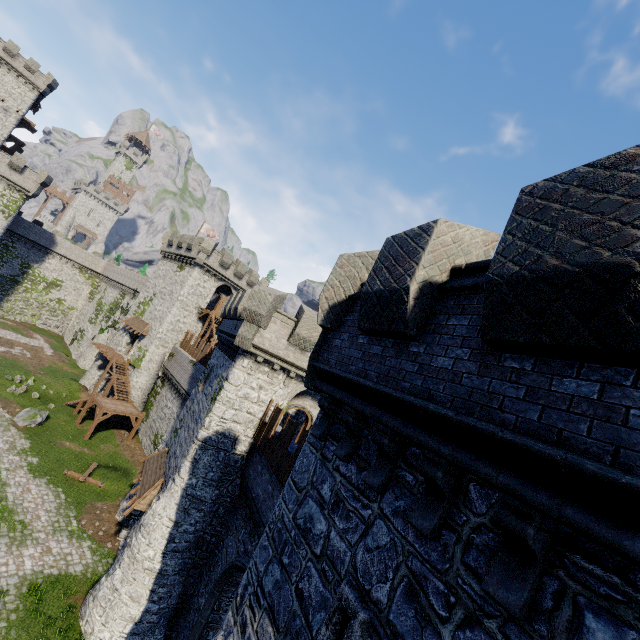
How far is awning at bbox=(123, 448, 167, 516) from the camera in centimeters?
1632cm

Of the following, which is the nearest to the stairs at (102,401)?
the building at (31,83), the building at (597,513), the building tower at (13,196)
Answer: the building at (597,513)

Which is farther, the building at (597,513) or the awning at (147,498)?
the awning at (147,498)

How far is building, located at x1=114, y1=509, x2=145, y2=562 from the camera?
17.3m

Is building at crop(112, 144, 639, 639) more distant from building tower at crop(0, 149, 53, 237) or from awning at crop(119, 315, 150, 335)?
building tower at crop(0, 149, 53, 237)

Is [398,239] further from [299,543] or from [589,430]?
[299,543]

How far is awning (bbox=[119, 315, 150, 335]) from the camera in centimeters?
3791cm

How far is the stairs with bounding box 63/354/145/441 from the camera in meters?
29.8
